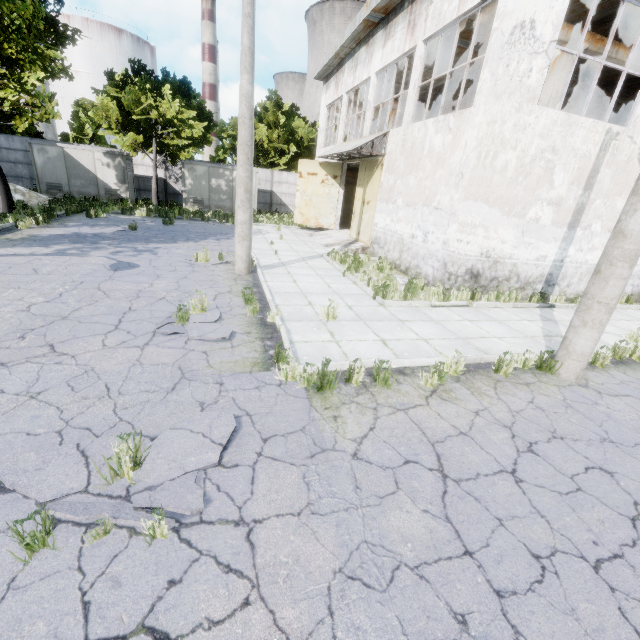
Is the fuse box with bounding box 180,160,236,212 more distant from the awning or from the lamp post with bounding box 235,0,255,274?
the lamp post with bounding box 235,0,255,274

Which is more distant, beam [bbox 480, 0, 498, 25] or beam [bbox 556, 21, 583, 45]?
beam [bbox 556, 21, 583, 45]

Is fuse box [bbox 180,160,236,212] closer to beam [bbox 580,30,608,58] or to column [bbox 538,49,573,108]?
beam [bbox 580,30,608,58]

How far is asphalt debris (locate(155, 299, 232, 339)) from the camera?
5.7m

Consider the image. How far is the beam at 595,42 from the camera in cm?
1091

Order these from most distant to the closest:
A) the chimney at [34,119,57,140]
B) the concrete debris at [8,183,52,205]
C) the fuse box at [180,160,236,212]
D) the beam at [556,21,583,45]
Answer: the chimney at [34,119,57,140]
the fuse box at [180,160,236,212]
the concrete debris at [8,183,52,205]
the beam at [556,21,583,45]

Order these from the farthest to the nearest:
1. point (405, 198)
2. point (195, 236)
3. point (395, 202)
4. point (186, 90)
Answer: point (186, 90)
point (195, 236)
point (395, 202)
point (405, 198)

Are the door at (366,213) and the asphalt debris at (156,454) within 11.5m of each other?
no
